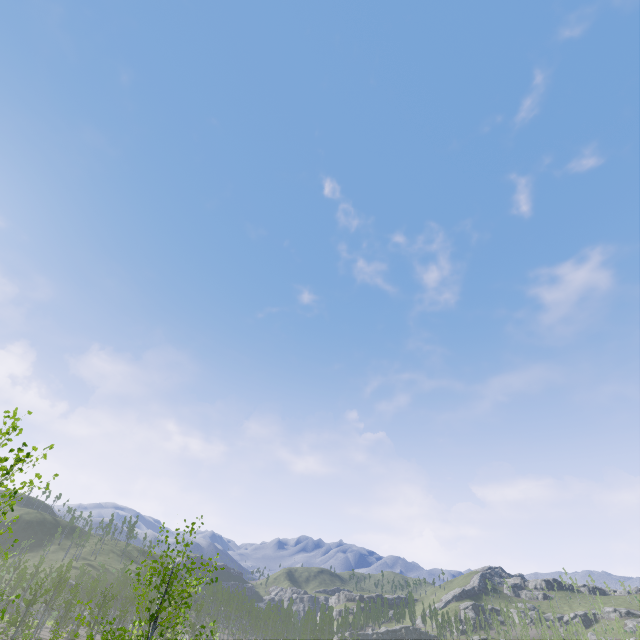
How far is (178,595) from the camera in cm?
814
